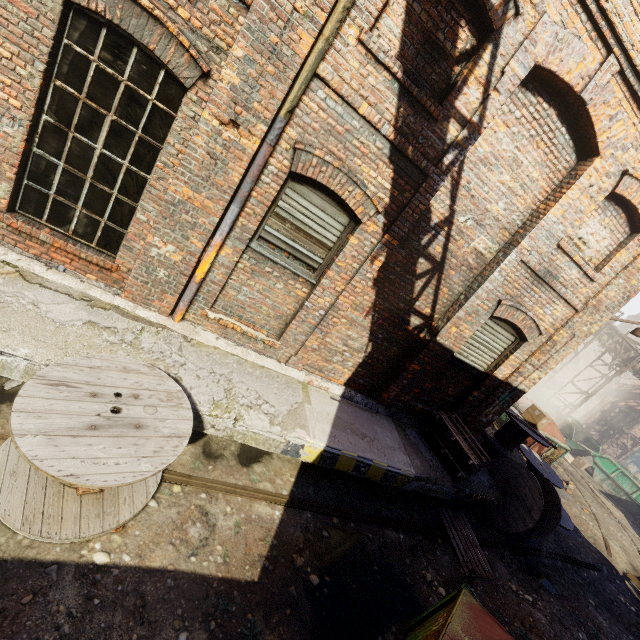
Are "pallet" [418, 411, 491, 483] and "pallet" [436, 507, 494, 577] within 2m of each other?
yes

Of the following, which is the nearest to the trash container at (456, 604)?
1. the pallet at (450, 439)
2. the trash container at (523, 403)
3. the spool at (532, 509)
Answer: the pallet at (450, 439)

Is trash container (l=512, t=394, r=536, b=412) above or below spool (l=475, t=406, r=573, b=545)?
above

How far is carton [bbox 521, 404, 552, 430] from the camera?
9.1 meters

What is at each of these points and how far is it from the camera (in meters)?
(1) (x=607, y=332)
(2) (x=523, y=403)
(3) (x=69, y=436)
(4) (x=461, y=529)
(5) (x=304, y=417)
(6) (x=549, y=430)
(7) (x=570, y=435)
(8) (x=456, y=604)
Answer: (1) pipe, 15.82
(2) trash container, 13.42
(3) spool, 2.79
(4) pallet, 6.54
(5) building, 5.11
(6) trash container, 12.33
(7) container, 18.31
(8) trash container, 3.23

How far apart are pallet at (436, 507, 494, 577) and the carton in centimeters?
392cm

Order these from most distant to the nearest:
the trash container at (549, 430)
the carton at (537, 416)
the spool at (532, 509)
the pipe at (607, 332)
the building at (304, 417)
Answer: the pipe at (607, 332) < the trash container at (549, 430) < the carton at (537, 416) < the spool at (532, 509) < the building at (304, 417)

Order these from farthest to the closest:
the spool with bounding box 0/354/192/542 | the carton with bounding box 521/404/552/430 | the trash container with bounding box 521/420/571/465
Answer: the trash container with bounding box 521/420/571/465
the carton with bounding box 521/404/552/430
the spool with bounding box 0/354/192/542
